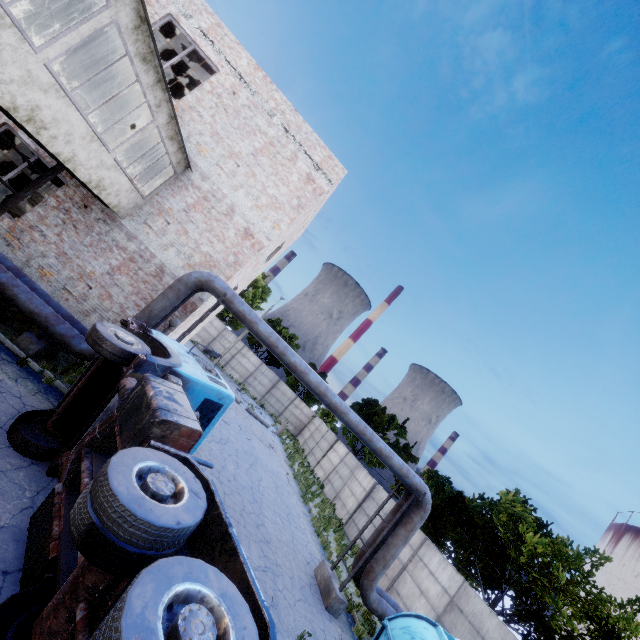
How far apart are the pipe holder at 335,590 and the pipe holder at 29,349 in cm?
1203

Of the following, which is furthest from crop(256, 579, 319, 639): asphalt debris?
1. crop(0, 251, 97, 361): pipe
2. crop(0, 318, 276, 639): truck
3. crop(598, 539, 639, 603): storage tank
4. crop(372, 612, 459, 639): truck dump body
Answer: crop(598, 539, 639, 603): storage tank

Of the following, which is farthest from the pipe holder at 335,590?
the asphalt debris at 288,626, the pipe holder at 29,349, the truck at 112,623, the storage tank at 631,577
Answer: the storage tank at 631,577

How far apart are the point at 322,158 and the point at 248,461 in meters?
15.3 m

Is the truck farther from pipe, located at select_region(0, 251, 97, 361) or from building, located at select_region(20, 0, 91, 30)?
building, located at select_region(20, 0, 91, 30)

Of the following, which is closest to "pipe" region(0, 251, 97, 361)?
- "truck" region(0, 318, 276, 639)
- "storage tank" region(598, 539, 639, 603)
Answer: "truck" region(0, 318, 276, 639)

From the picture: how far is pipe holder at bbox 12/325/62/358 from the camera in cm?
875

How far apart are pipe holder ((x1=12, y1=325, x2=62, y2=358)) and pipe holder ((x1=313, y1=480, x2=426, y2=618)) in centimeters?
1203cm
